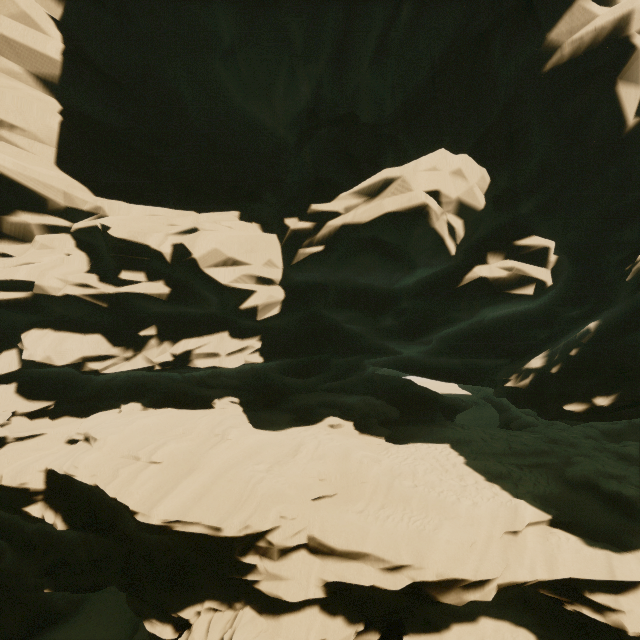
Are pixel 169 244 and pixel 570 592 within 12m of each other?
no
